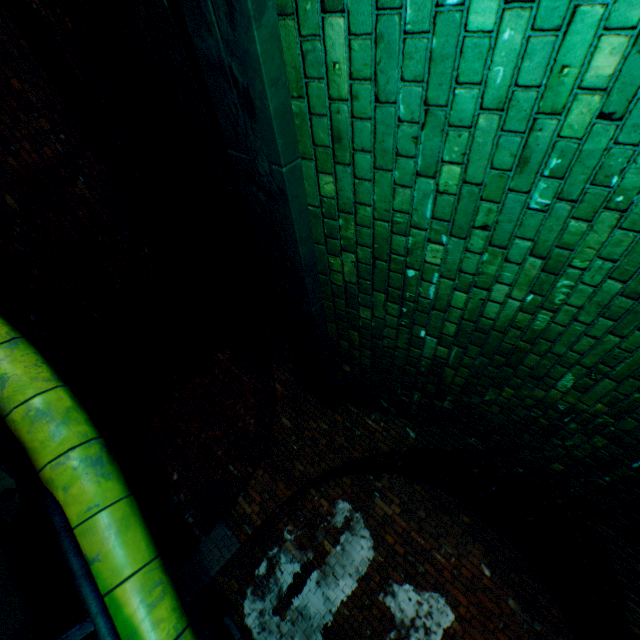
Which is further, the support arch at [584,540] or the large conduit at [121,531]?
the support arch at [584,540]

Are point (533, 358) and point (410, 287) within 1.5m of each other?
yes

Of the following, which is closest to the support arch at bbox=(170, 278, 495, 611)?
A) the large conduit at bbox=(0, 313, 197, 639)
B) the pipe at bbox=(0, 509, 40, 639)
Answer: the large conduit at bbox=(0, 313, 197, 639)

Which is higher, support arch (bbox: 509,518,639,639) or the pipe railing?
support arch (bbox: 509,518,639,639)

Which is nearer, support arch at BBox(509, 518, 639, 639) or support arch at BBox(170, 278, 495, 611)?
support arch at BBox(509, 518, 639, 639)

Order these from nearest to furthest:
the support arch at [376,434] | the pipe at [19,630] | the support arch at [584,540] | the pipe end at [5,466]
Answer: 1. the pipe at [19,630]
2. the pipe end at [5,466]
3. the support arch at [584,540]
4. the support arch at [376,434]

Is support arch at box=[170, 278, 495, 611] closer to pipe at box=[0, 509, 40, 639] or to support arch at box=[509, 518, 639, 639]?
support arch at box=[509, 518, 639, 639]

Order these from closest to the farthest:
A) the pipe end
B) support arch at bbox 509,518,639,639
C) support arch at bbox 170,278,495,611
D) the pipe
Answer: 1. the pipe
2. the pipe end
3. support arch at bbox 509,518,639,639
4. support arch at bbox 170,278,495,611
